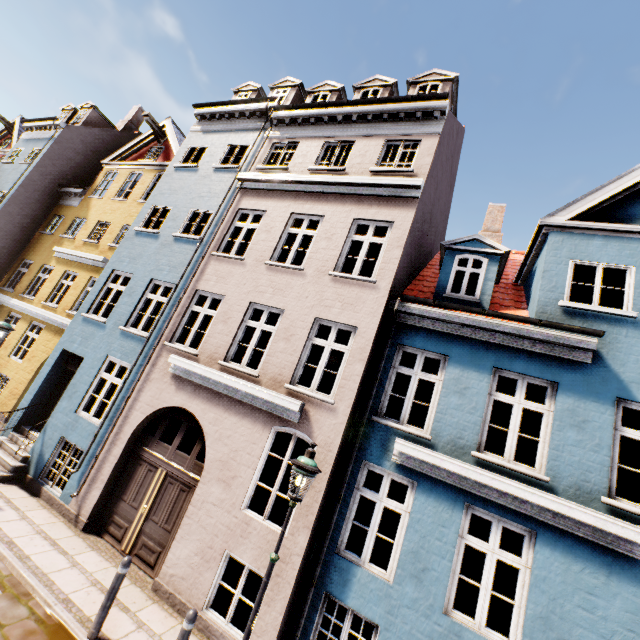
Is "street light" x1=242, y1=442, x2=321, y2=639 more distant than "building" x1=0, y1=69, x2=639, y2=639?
No

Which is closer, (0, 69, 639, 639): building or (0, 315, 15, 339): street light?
(0, 69, 639, 639): building

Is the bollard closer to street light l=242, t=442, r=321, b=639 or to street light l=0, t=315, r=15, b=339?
street light l=242, t=442, r=321, b=639

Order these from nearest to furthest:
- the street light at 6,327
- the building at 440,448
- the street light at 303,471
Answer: the street light at 303,471 < the building at 440,448 < the street light at 6,327

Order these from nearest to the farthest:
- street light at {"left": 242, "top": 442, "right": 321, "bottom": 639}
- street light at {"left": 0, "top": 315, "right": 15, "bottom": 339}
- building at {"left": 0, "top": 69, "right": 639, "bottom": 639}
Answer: street light at {"left": 242, "top": 442, "right": 321, "bottom": 639} → building at {"left": 0, "top": 69, "right": 639, "bottom": 639} → street light at {"left": 0, "top": 315, "right": 15, "bottom": 339}

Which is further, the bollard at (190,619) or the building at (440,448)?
the building at (440,448)

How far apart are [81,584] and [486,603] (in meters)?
7.25
